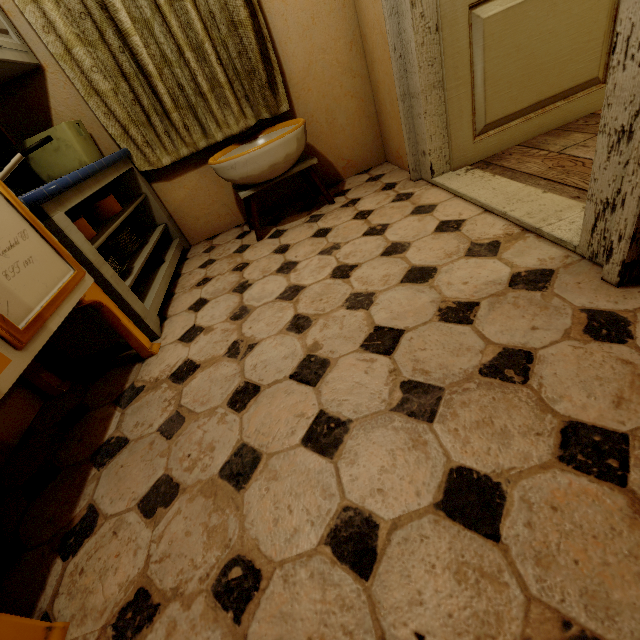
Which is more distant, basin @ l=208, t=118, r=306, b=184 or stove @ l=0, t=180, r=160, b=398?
basin @ l=208, t=118, r=306, b=184

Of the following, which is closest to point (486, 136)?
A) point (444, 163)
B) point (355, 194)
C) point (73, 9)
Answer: point (444, 163)

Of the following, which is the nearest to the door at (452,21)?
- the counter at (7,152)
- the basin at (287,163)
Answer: the basin at (287,163)

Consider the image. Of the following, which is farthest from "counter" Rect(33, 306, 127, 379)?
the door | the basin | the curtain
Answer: the door

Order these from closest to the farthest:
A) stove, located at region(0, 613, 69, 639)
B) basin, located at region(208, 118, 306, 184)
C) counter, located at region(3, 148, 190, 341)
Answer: stove, located at region(0, 613, 69, 639), counter, located at region(3, 148, 190, 341), basin, located at region(208, 118, 306, 184)

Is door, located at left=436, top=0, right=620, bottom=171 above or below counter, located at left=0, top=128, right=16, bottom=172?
below

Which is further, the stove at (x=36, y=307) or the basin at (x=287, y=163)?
the basin at (x=287, y=163)

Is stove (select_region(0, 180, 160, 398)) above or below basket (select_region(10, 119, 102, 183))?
below
